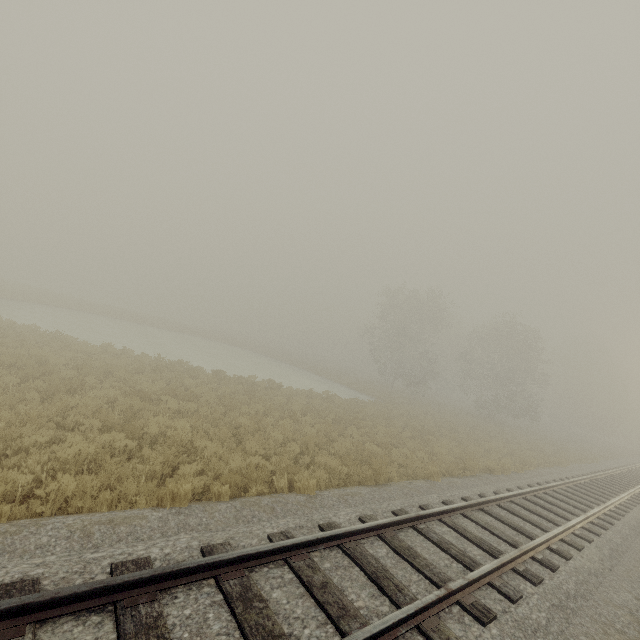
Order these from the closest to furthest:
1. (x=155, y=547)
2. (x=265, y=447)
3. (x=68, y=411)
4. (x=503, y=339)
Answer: (x=155, y=547) < (x=68, y=411) < (x=265, y=447) < (x=503, y=339)
